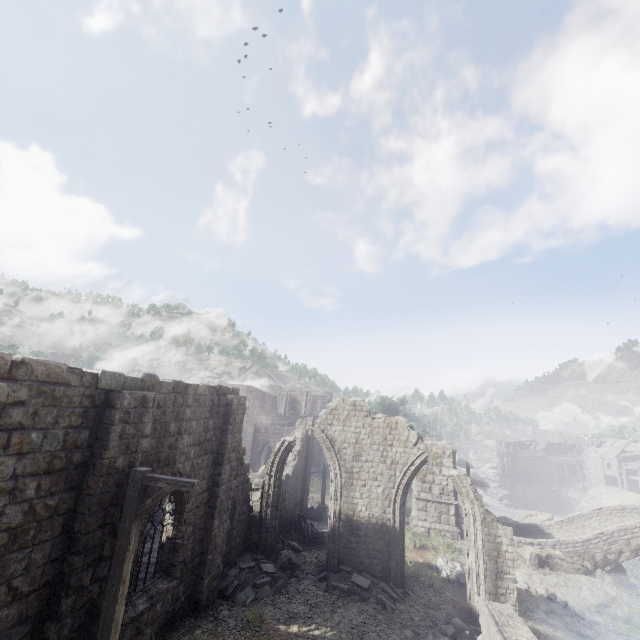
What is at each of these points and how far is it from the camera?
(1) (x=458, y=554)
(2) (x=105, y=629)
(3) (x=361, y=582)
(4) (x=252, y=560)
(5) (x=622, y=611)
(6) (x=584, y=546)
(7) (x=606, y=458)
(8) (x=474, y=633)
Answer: (1) building base, 19.5m
(2) wooden lamp post, 6.2m
(3) rubble, 13.0m
(4) rubble, 13.8m
(5) rock, 17.8m
(6) bridge, 21.7m
(7) building, 57.2m
(8) rubble, 11.5m

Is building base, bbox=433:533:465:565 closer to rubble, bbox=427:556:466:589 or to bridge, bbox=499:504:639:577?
rubble, bbox=427:556:466:589

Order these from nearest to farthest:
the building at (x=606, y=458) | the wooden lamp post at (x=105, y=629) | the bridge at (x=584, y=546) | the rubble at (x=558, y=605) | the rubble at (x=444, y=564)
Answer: the wooden lamp post at (x=105, y=629), the rubble at (x=558, y=605), the rubble at (x=444, y=564), the bridge at (x=584, y=546), the building at (x=606, y=458)

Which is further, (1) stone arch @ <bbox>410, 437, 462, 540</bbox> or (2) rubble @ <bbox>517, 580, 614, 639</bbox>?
(1) stone arch @ <bbox>410, 437, 462, 540</bbox>

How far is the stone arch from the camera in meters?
22.3

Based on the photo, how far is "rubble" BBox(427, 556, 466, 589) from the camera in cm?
1584

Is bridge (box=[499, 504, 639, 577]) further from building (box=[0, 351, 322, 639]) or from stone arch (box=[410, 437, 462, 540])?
building (box=[0, 351, 322, 639])

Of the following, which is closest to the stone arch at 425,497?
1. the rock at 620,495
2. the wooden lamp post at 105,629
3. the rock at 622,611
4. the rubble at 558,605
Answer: the rock at 622,611
